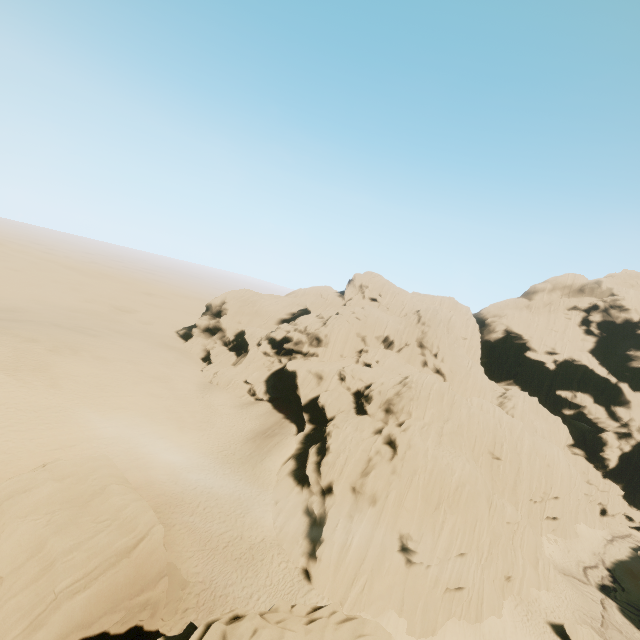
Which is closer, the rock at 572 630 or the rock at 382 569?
the rock at 382 569

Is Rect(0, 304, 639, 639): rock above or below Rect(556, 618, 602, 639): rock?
above

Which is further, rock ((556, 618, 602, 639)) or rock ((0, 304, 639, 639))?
rock ((556, 618, 602, 639))

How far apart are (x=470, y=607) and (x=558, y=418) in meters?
42.7

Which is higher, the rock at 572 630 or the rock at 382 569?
the rock at 382 569
